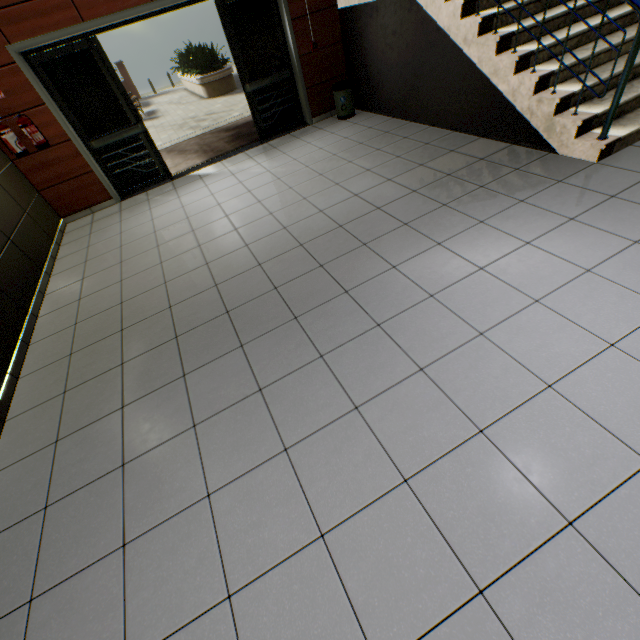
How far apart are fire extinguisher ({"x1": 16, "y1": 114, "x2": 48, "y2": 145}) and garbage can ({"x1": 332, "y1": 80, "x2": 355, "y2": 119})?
4.87m

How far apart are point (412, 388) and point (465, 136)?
4.2m

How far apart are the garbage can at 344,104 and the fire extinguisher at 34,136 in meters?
4.9 m

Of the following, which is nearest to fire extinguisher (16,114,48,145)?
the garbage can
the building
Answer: the garbage can

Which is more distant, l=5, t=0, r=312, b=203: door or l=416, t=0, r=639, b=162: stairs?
l=5, t=0, r=312, b=203: door

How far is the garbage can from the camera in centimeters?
596cm

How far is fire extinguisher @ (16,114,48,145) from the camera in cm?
468

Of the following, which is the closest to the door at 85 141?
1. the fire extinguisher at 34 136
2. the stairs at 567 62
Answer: the fire extinguisher at 34 136
